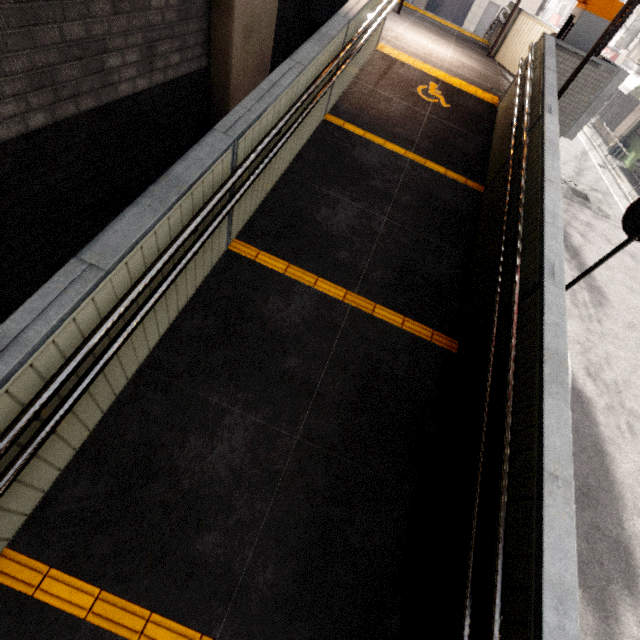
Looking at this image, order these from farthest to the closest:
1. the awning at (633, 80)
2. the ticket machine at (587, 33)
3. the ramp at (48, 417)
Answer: the awning at (633, 80)
the ticket machine at (587, 33)
the ramp at (48, 417)

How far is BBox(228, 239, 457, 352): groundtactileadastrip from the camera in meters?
3.6

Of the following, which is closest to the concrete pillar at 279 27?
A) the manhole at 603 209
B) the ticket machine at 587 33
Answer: Result: the ticket machine at 587 33

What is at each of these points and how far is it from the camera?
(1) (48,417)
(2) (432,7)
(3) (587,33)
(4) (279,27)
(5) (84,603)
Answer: (1) ramp, 1.8 meters
(2) dumpster, 25.2 meters
(3) ticket machine, 5.9 meters
(4) concrete pillar, 5.6 meters
(5) groundtactileadastrip, 2.0 meters

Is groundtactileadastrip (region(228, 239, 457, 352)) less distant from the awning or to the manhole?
the manhole

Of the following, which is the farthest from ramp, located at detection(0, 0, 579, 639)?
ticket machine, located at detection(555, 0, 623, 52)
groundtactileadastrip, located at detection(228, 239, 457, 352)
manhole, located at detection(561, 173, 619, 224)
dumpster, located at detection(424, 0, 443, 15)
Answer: dumpster, located at detection(424, 0, 443, 15)

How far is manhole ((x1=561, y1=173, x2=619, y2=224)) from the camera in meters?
11.4

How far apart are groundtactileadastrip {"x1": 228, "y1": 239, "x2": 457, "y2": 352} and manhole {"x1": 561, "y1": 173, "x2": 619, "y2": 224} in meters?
11.2 m
